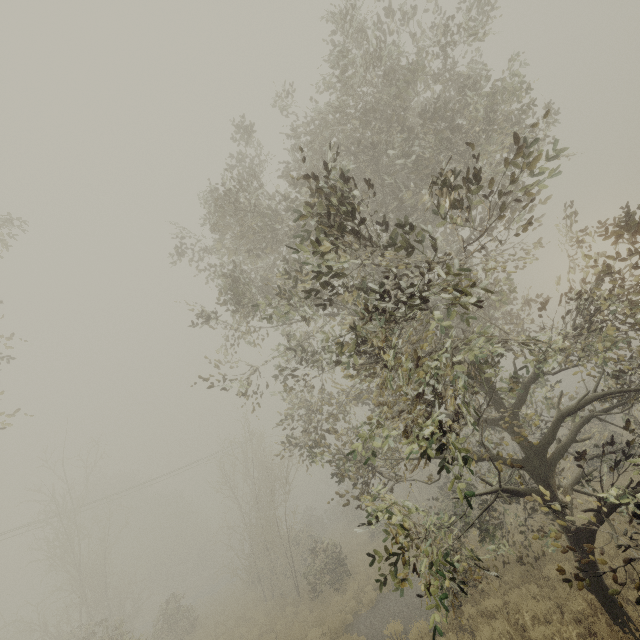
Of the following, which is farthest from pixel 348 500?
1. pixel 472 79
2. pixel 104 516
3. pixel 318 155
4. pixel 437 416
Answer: pixel 104 516
